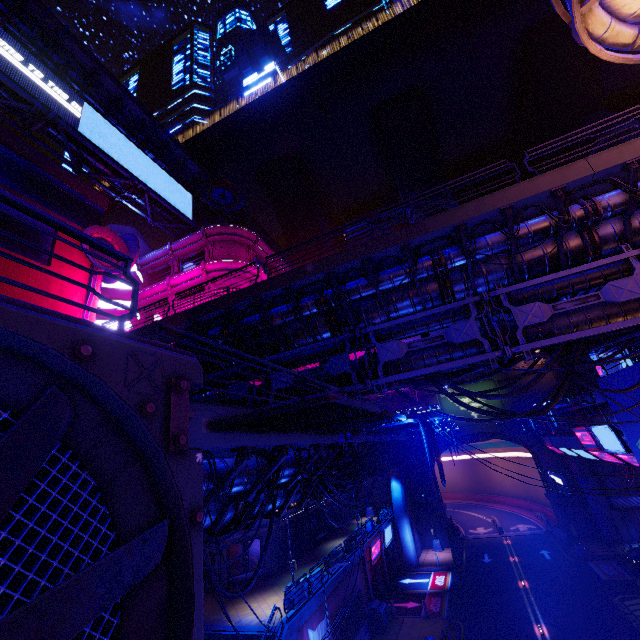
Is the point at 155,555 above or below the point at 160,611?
above

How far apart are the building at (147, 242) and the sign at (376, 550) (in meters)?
41.14

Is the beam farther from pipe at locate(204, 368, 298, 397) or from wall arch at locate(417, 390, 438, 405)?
wall arch at locate(417, 390, 438, 405)

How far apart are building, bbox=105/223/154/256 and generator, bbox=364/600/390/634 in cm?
4363

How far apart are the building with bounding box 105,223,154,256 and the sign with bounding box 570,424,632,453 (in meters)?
47.70

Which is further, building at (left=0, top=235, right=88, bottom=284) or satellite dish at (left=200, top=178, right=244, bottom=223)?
satellite dish at (left=200, top=178, right=244, bottom=223)

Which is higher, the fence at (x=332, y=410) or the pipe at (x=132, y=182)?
the pipe at (x=132, y=182)

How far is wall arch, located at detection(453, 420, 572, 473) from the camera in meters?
36.9
